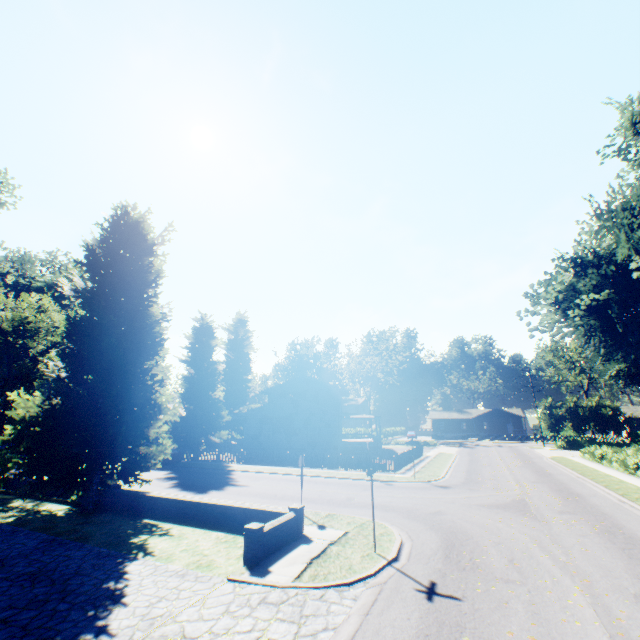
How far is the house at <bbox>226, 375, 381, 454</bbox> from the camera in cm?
3409

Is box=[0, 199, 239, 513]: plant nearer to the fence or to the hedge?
the fence

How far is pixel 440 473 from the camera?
Result: 24.0 meters

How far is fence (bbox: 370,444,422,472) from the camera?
24.9m

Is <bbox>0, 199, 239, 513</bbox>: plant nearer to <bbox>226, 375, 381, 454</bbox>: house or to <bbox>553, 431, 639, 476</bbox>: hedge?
<bbox>226, 375, 381, 454</bbox>: house

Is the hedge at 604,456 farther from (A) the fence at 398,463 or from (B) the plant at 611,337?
(A) the fence at 398,463

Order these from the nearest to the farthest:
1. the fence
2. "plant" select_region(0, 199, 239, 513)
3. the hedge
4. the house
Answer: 1. "plant" select_region(0, 199, 239, 513)
2. the hedge
3. the fence
4. the house

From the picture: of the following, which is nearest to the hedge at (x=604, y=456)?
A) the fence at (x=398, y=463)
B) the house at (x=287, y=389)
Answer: the fence at (x=398, y=463)
